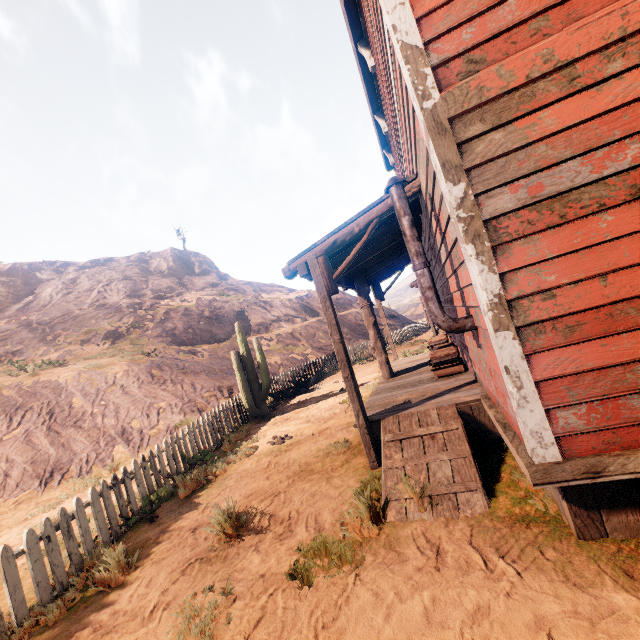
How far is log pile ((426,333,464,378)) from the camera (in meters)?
6.12

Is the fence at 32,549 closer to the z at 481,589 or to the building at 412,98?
the z at 481,589

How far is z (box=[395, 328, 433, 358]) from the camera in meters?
14.5

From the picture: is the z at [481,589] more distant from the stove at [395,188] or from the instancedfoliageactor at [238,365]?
the stove at [395,188]

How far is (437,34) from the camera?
2.52m

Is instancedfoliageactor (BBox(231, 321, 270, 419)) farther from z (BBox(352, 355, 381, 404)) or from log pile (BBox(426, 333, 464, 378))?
log pile (BBox(426, 333, 464, 378))

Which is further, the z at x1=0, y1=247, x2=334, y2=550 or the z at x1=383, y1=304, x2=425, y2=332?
the z at x1=383, y1=304, x2=425, y2=332
